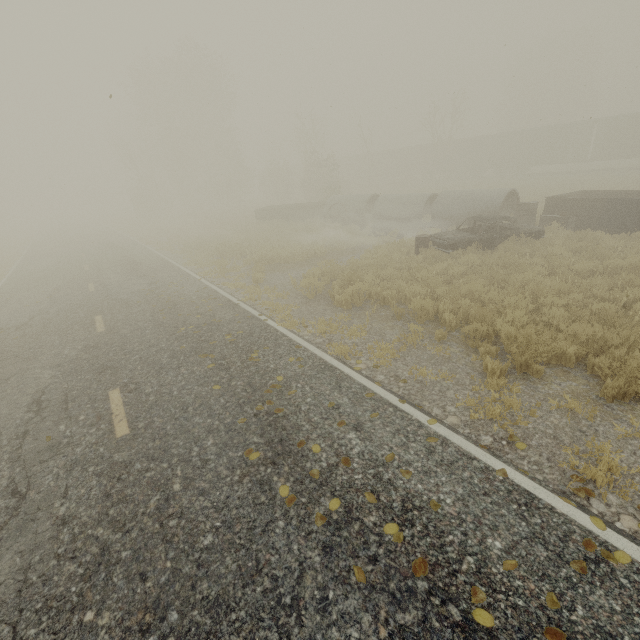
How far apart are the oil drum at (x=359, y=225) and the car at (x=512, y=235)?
5.33m

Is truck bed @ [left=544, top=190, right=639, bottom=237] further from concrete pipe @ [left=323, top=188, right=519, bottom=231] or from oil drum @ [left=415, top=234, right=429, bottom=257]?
oil drum @ [left=415, top=234, right=429, bottom=257]

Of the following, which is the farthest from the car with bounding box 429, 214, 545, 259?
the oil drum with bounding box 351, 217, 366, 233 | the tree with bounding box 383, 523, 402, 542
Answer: the tree with bounding box 383, 523, 402, 542

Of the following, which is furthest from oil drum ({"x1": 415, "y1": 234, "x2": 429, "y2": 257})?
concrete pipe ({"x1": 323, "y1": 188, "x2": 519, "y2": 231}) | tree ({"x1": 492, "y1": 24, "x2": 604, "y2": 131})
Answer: tree ({"x1": 492, "y1": 24, "x2": 604, "y2": 131})

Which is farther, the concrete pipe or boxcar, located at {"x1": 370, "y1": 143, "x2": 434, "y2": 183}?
boxcar, located at {"x1": 370, "y1": 143, "x2": 434, "y2": 183}

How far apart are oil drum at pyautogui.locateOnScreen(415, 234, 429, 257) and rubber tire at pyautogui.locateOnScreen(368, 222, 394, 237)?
4.1 meters

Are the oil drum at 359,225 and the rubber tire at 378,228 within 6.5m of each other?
yes

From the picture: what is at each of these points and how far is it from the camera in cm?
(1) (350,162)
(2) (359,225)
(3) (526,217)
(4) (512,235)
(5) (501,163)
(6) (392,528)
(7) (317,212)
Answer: (1) boxcar, 5412
(2) oil drum, 1962
(3) dresser, 1582
(4) car, 1266
(5) boxcar, 3856
(6) tree, 321
(7) truck bed, 2472
